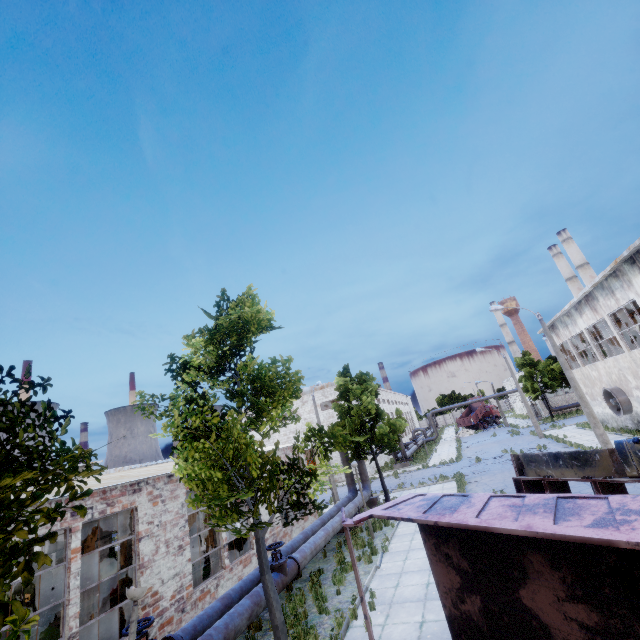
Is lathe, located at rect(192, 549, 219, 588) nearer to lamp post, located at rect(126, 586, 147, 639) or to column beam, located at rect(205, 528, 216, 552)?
column beam, located at rect(205, 528, 216, 552)

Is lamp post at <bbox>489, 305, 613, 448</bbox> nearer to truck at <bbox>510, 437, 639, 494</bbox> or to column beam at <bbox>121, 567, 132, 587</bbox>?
truck at <bbox>510, 437, 639, 494</bbox>

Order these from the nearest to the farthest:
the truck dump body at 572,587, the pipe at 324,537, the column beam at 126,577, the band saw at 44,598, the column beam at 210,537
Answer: the truck dump body at 572,587 < the pipe at 324,537 < the band saw at 44,598 < the column beam at 210,537 < the column beam at 126,577

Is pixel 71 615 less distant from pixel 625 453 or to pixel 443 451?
pixel 625 453

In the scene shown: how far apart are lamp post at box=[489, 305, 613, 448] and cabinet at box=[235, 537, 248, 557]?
19.0 meters

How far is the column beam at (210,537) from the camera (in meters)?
16.08

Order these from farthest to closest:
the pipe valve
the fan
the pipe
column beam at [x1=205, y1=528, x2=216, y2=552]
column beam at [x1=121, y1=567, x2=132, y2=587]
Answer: the fan
column beam at [x1=121, y1=567, x2=132, y2=587]
column beam at [x1=205, y1=528, x2=216, y2=552]
the pipe
the pipe valve

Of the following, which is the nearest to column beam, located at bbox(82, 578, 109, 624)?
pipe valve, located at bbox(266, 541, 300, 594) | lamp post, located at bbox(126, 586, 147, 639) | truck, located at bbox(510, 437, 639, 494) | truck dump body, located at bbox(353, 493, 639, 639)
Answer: pipe valve, located at bbox(266, 541, 300, 594)
